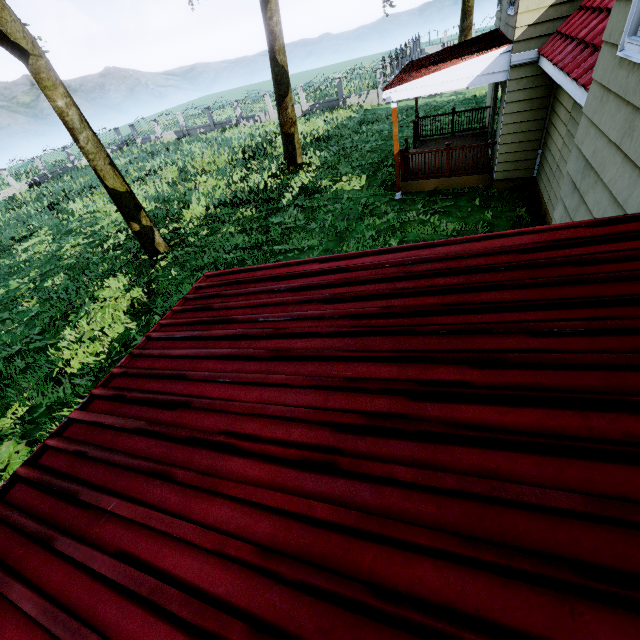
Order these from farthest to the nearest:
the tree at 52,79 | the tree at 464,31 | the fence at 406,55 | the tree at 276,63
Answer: the tree at 464,31, the fence at 406,55, the tree at 276,63, the tree at 52,79

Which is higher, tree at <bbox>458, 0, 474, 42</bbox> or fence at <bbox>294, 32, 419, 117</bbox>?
tree at <bbox>458, 0, 474, 42</bbox>

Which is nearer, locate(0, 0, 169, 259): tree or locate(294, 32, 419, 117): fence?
locate(0, 0, 169, 259): tree

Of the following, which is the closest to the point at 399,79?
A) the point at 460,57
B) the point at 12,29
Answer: the point at 460,57

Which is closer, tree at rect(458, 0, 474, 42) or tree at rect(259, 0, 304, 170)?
tree at rect(259, 0, 304, 170)

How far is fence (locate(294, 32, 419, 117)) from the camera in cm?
2444

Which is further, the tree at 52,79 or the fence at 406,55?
the fence at 406,55
